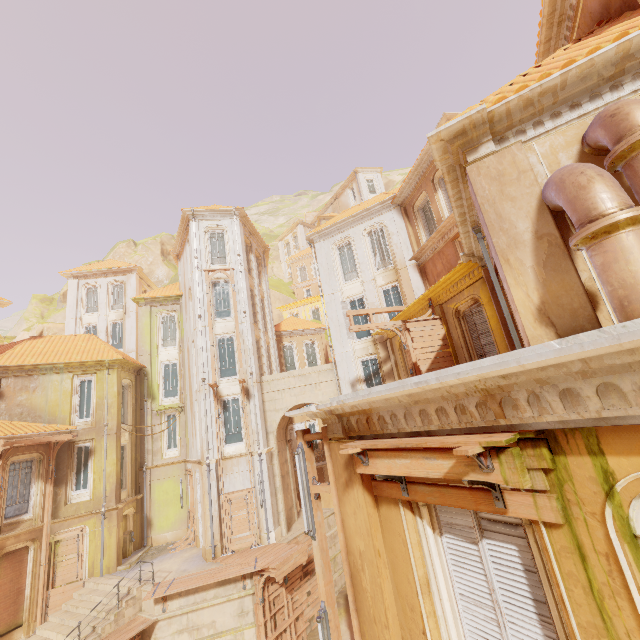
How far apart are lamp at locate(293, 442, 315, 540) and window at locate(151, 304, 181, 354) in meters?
21.3 m

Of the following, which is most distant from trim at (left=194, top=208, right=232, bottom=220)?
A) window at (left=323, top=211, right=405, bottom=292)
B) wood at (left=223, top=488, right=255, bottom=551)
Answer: wood at (left=223, top=488, right=255, bottom=551)

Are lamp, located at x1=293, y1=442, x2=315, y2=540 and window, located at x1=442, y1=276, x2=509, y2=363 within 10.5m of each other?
yes

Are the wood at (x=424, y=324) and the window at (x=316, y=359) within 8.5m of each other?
no

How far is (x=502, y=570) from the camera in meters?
3.3

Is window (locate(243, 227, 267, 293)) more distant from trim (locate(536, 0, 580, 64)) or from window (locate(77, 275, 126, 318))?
trim (locate(536, 0, 580, 64))

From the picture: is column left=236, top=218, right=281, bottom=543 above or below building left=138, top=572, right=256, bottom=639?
above

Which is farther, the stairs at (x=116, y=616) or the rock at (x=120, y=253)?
the rock at (x=120, y=253)
